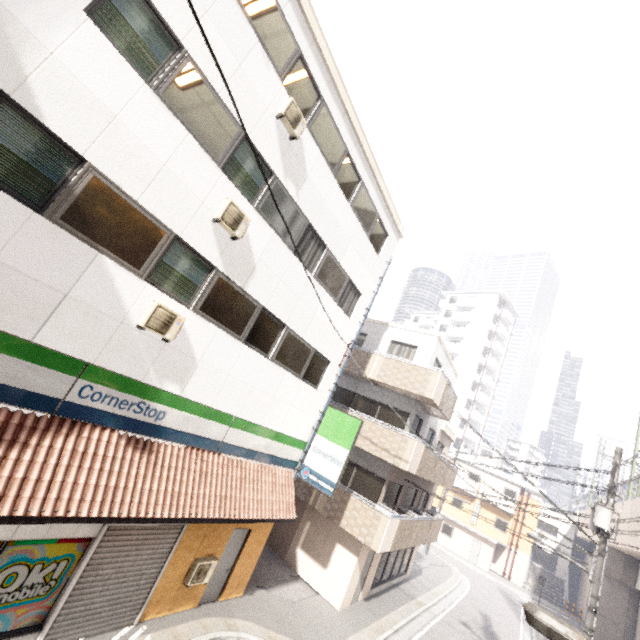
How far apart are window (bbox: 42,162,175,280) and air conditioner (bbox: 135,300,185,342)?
0.46m

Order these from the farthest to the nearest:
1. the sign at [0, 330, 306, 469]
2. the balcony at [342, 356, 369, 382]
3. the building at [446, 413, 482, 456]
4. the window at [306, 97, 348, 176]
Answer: the building at [446, 413, 482, 456] → the balcony at [342, 356, 369, 382] → the window at [306, 97, 348, 176] → the sign at [0, 330, 306, 469]

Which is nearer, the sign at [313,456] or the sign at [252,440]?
the sign at [252,440]

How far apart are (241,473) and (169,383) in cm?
374

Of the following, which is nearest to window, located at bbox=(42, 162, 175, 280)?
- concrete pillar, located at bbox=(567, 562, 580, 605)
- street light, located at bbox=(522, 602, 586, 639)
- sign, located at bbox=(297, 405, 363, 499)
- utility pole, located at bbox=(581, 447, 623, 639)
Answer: street light, located at bbox=(522, 602, 586, 639)

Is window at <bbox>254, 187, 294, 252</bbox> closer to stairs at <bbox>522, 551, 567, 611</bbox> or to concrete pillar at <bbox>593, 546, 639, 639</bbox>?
concrete pillar at <bbox>593, 546, 639, 639</bbox>

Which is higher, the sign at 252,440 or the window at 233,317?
the window at 233,317

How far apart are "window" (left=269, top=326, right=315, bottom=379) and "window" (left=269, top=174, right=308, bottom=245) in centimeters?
217cm
